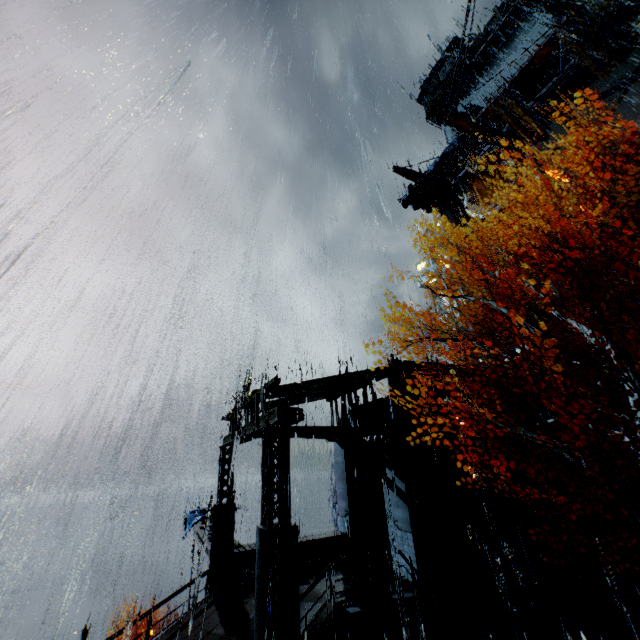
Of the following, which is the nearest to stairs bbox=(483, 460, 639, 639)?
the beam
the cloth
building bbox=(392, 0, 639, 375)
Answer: building bbox=(392, 0, 639, 375)

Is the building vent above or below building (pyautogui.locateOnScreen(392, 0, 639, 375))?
below

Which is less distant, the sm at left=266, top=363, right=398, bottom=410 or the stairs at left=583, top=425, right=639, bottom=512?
the sm at left=266, top=363, right=398, bottom=410

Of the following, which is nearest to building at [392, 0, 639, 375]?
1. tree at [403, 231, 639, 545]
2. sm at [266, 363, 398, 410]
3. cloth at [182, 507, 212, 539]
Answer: sm at [266, 363, 398, 410]

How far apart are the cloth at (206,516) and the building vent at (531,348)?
28.9 meters

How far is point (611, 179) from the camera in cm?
2548

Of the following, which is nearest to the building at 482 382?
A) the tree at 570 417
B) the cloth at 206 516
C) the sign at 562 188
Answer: the sign at 562 188

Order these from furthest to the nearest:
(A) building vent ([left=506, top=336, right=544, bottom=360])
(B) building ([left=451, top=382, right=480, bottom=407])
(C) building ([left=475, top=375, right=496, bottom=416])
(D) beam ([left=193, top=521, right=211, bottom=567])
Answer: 1. (A) building vent ([left=506, top=336, right=544, bottom=360])
2. (C) building ([left=475, top=375, right=496, bottom=416])
3. (B) building ([left=451, top=382, right=480, bottom=407])
4. (D) beam ([left=193, top=521, right=211, bottom=567])
